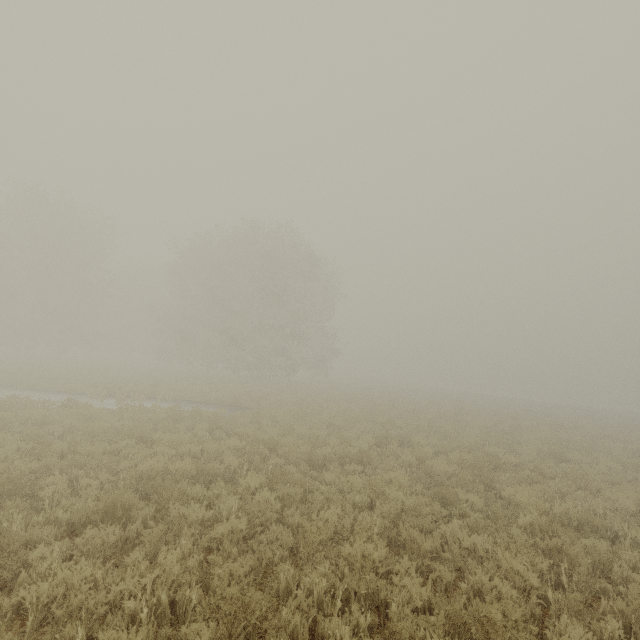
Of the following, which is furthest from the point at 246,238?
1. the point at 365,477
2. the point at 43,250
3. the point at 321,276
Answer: the point at 365,477
